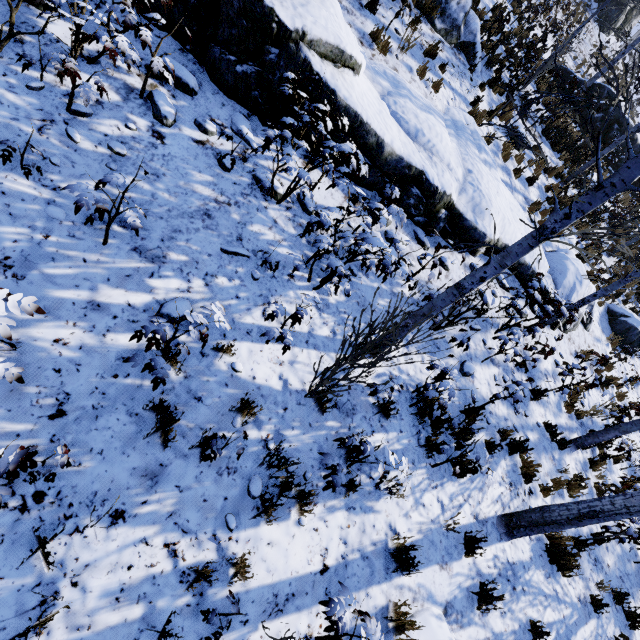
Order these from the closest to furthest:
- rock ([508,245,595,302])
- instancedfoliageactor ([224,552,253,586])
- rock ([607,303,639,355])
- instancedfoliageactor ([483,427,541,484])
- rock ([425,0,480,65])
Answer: instancedfoliageactor ([224,552,253,586]) < instancedfoliageactor ([483,427,541,484]) < rock ([508,245,595,302]) < rock ([425,0,480,65]) < rock ([607,303,639,355])

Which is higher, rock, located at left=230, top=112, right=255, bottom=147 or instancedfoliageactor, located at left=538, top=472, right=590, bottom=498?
rock, located at left=230, top=112, right=255, bottom=147

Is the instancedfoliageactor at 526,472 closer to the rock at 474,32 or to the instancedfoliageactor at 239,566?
the instancedfoliageactor at 239,566

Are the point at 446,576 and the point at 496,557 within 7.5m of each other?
yes

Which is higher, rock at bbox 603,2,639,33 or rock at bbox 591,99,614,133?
rock at bbox 603,2,639,33

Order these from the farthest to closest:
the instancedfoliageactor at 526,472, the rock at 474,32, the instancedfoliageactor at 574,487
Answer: the rock at 474,32
the instancedfoliageactor at 574,487
the instancedfoliageactor at 526,472

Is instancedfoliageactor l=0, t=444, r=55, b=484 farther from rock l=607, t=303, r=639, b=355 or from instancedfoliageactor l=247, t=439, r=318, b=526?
rock l=607, t=303, r=639, b=355

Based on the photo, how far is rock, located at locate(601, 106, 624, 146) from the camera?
17.03m
